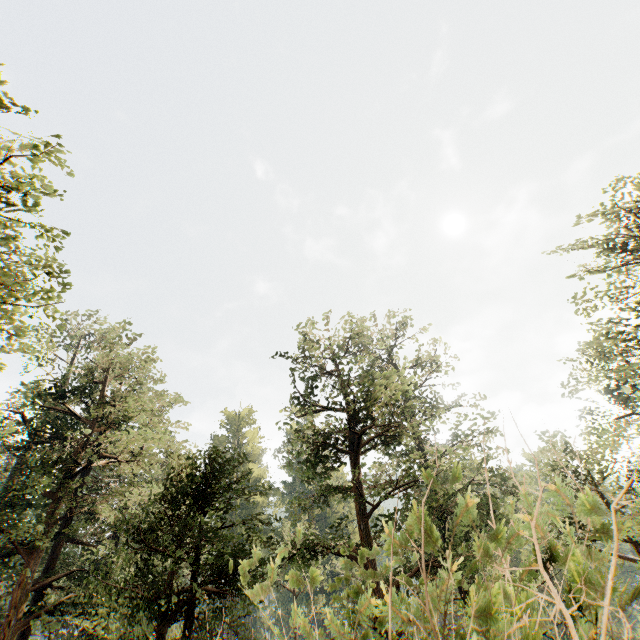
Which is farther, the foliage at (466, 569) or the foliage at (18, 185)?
the foliage at (18, 185)

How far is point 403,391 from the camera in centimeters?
1858cm

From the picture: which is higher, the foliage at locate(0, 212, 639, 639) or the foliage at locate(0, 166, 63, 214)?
the foliage at locate(0, 166, 63, 214)

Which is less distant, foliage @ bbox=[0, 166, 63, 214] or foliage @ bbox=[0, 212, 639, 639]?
foliage @ bbox=[0, 212, 639, 639]

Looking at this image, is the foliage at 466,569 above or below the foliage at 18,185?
below
